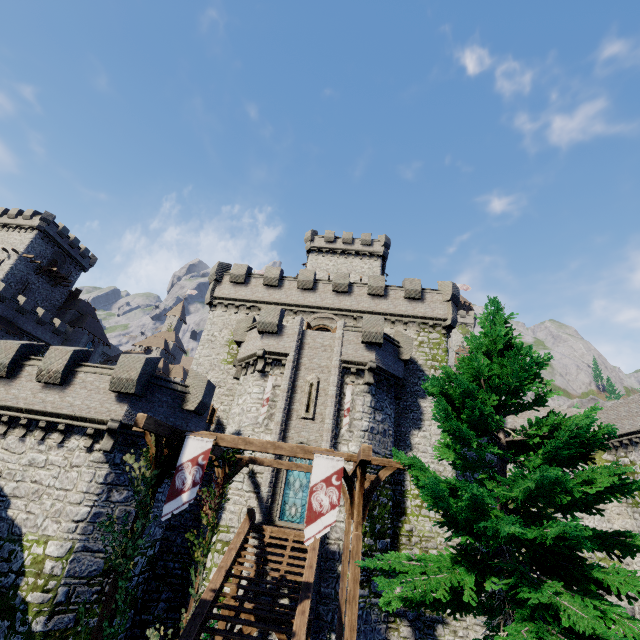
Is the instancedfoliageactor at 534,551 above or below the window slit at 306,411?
below

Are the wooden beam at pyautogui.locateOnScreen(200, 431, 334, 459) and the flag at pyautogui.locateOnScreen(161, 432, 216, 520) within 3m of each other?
yes

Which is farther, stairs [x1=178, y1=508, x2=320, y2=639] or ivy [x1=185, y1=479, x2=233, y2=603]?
ivy [x1=185, y1=479, x2=233, y2=603]

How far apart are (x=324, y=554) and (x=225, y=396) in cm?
1208

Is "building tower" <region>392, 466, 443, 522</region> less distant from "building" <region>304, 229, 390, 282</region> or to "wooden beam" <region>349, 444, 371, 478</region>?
"building" <region>304, 229, 390, 282</region>

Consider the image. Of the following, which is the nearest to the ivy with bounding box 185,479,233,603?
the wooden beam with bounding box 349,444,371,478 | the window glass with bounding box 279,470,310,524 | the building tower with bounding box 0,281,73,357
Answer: the window glass with bounding box 279,470,310,524

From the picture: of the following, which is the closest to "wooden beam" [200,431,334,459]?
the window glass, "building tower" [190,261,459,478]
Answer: the window glass

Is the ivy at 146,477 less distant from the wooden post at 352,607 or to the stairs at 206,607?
the stairs at 206,607
